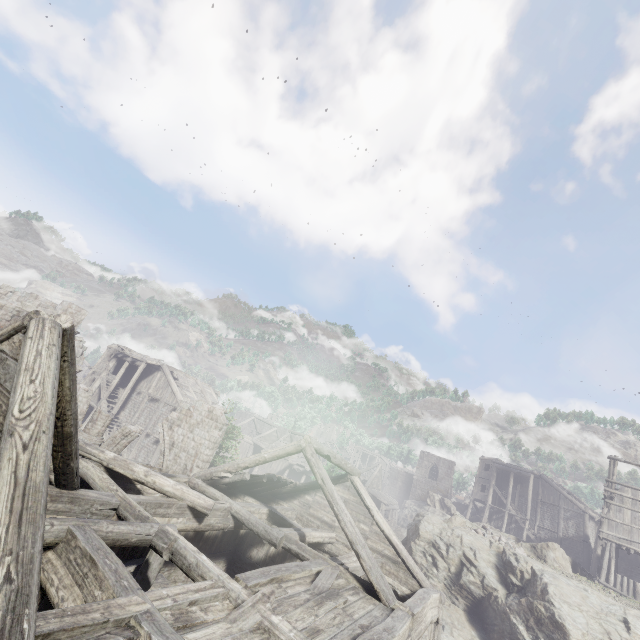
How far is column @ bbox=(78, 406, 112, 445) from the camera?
16.8 meters

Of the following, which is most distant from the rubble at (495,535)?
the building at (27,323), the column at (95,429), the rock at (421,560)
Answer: the column at (95,429)

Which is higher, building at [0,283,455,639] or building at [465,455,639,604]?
building at [465,455,639,604]

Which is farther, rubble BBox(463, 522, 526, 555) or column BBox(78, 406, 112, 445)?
rubble BBox(463, 522, 526, 555)

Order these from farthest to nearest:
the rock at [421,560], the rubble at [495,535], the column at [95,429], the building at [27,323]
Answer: the rubble at [495,535], the column at [95,429], the rock at [421,560], the building at [27,323]

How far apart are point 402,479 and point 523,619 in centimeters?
4692cm

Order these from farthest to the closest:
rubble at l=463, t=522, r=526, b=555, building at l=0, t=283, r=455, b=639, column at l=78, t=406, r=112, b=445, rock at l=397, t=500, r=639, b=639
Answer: rubble at l=463, t=522, r=526, b=555
column at l=78, t=406, r=112, b=445
rock at l=397, t=500, r=639, b=639
building at l=0, t=283, r=455, b=639

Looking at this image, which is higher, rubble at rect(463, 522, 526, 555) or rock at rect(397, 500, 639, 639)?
rubble at rect(463, 522, 526, 555)
